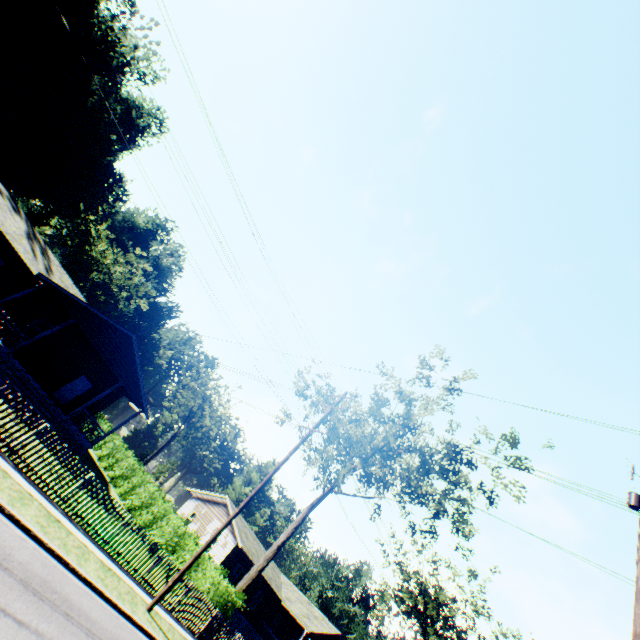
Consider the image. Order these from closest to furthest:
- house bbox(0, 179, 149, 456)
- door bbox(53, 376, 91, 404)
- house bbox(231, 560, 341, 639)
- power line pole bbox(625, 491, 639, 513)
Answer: power line pole bbox(625, 491, 639, 513)
house bbox(0, 179, 149, 456)
door bbox(53, 376, 91, 404)
house bbox(231, 560, 341, 639)

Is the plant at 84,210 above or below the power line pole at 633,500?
above

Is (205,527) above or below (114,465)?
above

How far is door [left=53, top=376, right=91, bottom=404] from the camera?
23.4 meters

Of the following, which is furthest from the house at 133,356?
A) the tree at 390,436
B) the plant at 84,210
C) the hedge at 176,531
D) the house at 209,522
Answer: the house at 209,522

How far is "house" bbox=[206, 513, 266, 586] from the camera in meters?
30.6 m

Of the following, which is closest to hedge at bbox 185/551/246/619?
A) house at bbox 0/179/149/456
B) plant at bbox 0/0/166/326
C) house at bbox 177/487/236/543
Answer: house at bbox 0/179/149/456

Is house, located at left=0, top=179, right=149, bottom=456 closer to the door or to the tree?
the door
